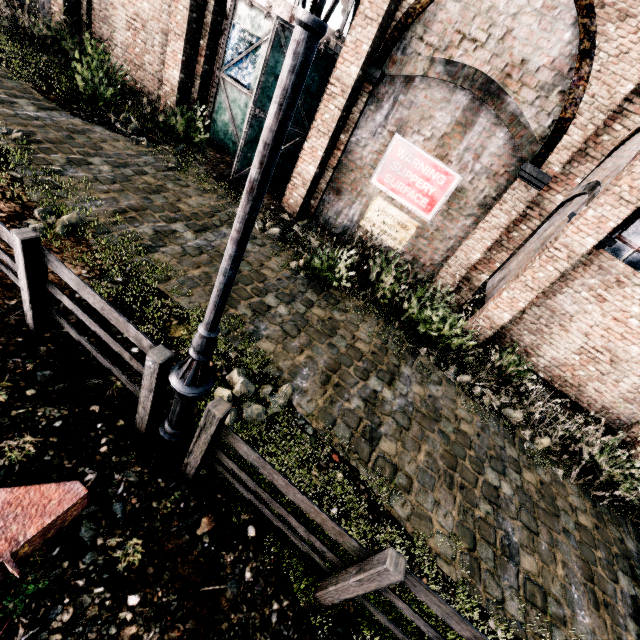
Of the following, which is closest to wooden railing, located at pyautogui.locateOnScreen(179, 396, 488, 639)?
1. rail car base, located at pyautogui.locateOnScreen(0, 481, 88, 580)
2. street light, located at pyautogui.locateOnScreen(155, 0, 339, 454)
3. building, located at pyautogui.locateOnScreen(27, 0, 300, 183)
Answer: street light, located at pyautogui.locateOnScreen(155, 0, 339, 454)

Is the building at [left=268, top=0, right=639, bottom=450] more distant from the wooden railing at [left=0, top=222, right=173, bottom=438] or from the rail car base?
the rail car base

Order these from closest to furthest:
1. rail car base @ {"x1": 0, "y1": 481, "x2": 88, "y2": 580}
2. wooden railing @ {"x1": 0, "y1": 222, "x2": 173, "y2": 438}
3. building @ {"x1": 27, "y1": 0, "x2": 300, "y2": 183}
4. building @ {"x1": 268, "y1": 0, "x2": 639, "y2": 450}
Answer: rail car base @ {"x1": 0, "y1": 481, "x2": 88, "y2": 580} < wooden railing @ {"x1": 0, "y1": 222, "x2": 173, "y2": 438} < building @ {"x1": 268, "y1": 0, "x2": 639, "y2": 450} < building @ {"x1": 27, "y1": 0, "x2": 300, "y2": 183}

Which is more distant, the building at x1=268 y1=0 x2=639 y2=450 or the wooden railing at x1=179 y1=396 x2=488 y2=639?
the building at x1=268 y1=0 x2=639 y2=450

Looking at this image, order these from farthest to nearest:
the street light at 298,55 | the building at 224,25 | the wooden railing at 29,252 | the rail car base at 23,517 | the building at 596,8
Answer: the building at 224,25 < the building at 596,8 < the wooden railing at 29,252 < the rail car base at 23,517 < the street light at 298,55

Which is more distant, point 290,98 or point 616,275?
point 616,275

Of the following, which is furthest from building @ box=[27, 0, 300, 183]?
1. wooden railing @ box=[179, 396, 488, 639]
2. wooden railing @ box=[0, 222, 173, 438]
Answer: wooden railing @ box=[179, 396, 488, 639]

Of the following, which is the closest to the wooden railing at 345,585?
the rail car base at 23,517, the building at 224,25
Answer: the rail car base at 23,517
